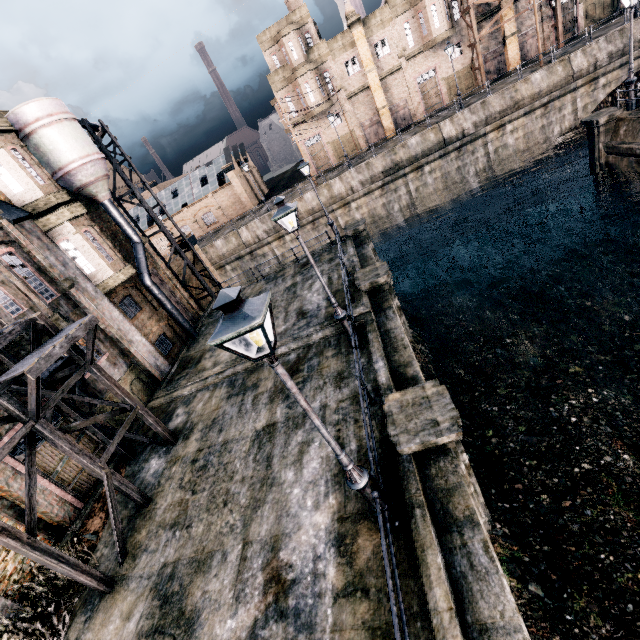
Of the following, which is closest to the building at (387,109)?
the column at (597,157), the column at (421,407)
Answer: the column at (597,157)

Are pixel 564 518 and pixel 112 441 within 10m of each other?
no

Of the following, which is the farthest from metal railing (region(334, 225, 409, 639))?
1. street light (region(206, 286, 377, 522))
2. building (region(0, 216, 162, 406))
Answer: building (region(0, 216, 162, 406))

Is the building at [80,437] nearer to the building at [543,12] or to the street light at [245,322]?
the street light at [245,322]

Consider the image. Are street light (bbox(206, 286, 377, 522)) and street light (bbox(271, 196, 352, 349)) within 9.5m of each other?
yes

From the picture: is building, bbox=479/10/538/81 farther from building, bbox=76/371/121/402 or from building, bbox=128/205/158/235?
building, bbox=76/371/121/402

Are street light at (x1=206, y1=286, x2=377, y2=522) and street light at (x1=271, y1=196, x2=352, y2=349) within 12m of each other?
yes

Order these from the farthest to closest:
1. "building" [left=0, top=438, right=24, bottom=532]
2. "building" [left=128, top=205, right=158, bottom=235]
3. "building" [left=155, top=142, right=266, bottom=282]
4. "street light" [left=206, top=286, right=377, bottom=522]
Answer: "building" [left=128, top=205, right=158, bottom=235] → "building" [left=155, top=142, right=266, bottom=282] → "building" [left=0, top=438, right=24, bottom=532] → "street light" [left=206, top=286, right=377, bottom=522]
